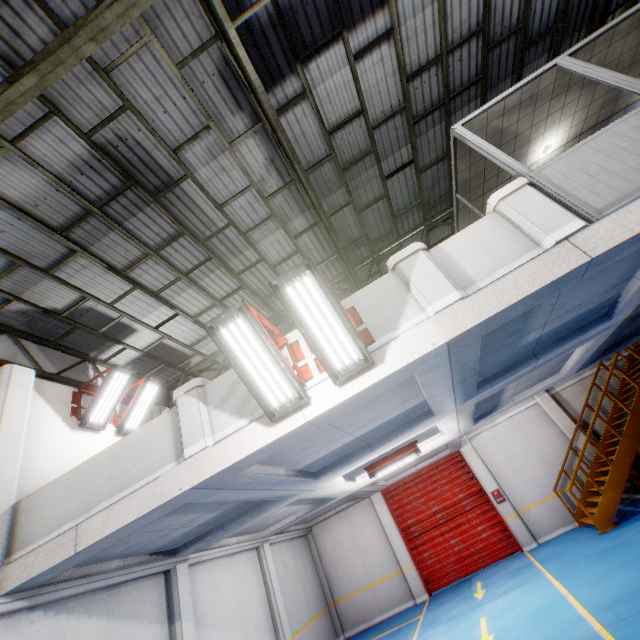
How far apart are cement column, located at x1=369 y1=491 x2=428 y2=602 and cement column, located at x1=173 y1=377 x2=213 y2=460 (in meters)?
11.34

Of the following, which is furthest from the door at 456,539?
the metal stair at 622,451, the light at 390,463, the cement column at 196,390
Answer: the cement column at 196,390

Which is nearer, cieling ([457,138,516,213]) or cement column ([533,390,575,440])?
cieling ([457,138,516,213])

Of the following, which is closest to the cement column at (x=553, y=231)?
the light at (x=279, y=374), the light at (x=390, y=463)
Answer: the light at (x=279, y=374)

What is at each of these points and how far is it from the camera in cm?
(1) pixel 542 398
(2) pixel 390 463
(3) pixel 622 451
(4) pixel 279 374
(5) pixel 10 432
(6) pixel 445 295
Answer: (1) cement column, 1320
(2) light, 891
(3) metal stair, 988
(4) light, 424
(5) cement column, 616
(6) cement column, 424

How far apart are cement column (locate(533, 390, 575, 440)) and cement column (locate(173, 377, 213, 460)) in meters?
Result: 13.4 m

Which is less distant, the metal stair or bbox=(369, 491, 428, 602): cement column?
the metal stair

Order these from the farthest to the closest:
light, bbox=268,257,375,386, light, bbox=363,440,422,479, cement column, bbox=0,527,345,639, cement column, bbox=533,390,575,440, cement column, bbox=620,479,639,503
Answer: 1. cement column, bbox=533,390,575,440
2. cement column, bbox=620,479,639,503
3. light, bbox=363,440,422,479
4. cement column, bbox=0,527,345,639
5. light, bbox=268,257,375,386
